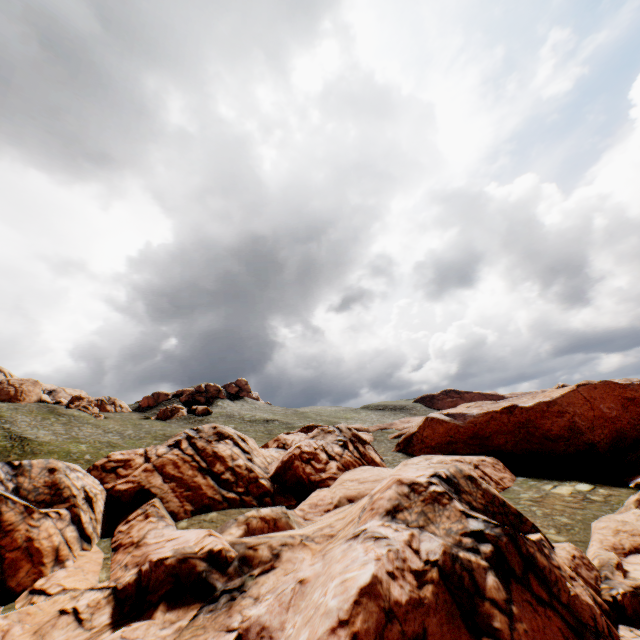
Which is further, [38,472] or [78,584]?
[38,472]
